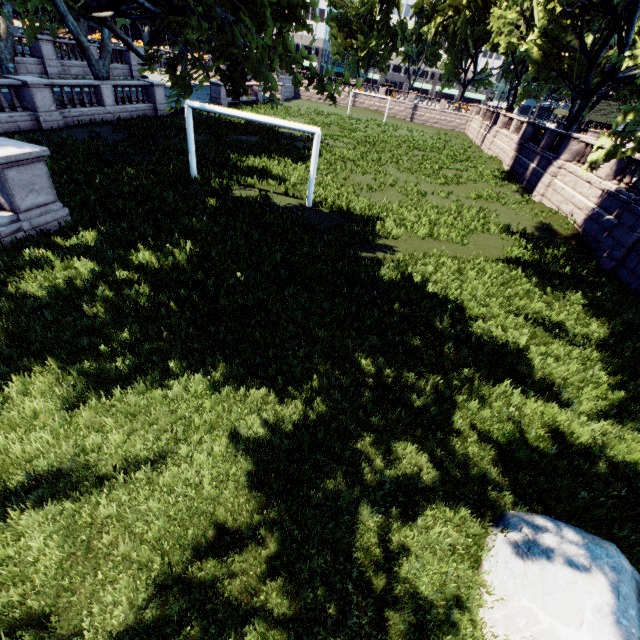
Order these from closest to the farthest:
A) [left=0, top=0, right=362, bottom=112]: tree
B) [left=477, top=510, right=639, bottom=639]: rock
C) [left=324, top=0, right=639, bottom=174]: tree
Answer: [left=477, top=510, right=639, bottom=639]: rock < [left=0, top=0, right=362, bottom=112]: tree < [left=324, top=0, right=639, bottom=174]: tree

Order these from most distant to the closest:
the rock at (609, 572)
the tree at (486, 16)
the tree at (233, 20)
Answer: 1. the tree at (486, 16)
2. the tree at (233, 20)
3. the rock at (609, 572)

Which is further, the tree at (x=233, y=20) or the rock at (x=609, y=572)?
the tree at (x=233, y=20)

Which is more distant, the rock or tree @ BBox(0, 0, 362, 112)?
tree @ BBox(0, 0, 362, 112)

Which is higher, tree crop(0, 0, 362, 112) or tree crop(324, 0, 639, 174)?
tree crop(324, 0, 639, 174)

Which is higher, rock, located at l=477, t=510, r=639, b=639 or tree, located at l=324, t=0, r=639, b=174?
tree, located at l=324, t=0, r=639, b=174

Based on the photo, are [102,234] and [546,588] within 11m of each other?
no
